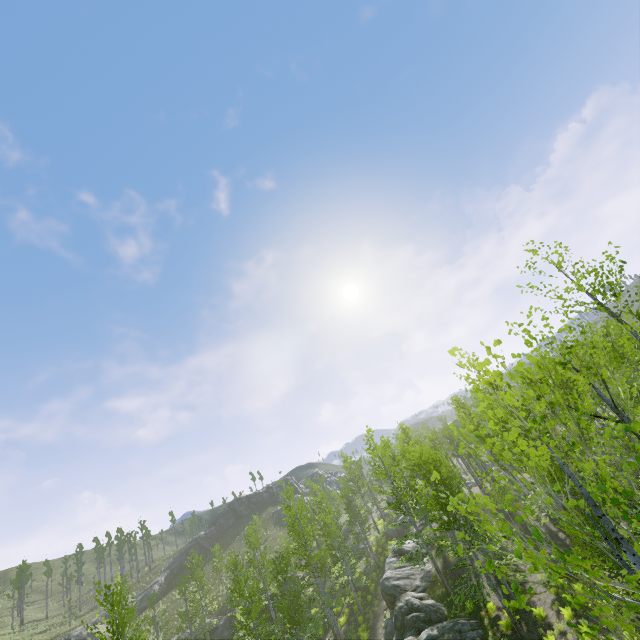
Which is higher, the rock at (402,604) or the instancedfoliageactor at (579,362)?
the instancedfoliageactor at (579,362)

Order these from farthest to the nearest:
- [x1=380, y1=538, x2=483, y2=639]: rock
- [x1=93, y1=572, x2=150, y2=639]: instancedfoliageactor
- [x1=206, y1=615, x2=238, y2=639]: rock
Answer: [x1=206, y1=615, x2=238, y2=639]: rock → [x1=380, y1=538, x2=483, y2=639]: rock → [x1=93, y1=572, x2=150, y2=639]: instancedfoliageactor

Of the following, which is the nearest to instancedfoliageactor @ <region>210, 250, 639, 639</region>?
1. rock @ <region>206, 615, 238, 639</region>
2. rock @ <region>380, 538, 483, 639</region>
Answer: rock @ <region>380, 538, 483, 639</region>

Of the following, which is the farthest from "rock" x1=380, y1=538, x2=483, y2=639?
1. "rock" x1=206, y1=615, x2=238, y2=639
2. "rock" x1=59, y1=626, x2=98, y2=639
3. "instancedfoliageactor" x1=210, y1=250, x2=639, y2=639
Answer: "rock" x1=59, y1=626, x2=98, y2=639

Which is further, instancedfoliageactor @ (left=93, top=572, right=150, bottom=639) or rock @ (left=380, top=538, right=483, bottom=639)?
rock @ (left=380, top=538, right=483, bottom=639)

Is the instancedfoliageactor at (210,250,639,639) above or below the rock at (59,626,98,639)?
below

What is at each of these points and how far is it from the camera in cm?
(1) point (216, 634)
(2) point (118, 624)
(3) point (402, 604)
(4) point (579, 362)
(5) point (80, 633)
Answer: (1) rock, 3625
(2) instancedfoliageactor, 1443
(3) rock, 2102
(4) instancedfoliageactor, 629
(5) rock, 4194
